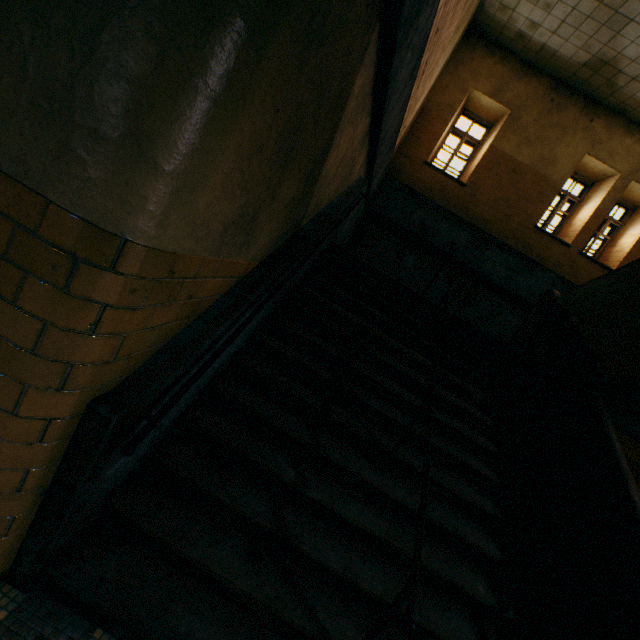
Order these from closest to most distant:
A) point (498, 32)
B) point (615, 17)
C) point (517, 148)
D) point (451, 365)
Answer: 1. point (451, 365)
2. point (615, 17)
3. point (498, 32)
4. point (517, 148)
